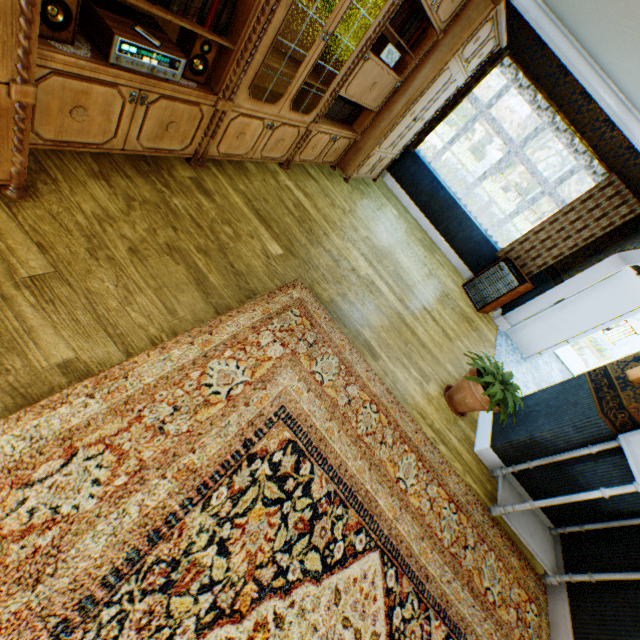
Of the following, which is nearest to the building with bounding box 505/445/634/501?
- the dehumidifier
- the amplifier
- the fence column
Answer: the dehumidifier

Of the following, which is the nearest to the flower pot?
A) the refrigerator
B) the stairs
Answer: the refrigerator

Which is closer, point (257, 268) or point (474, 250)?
point (257, 268)

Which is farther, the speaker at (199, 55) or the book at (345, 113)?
the book at (345, 113)

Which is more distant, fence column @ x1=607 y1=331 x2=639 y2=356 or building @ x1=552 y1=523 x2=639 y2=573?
fence column @ x1=607 y1=331 x2=639 y2=356

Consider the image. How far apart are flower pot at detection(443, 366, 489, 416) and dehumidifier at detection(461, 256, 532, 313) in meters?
2.6

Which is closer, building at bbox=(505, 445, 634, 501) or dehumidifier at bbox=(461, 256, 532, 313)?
building at bbox=(505, 445, 634, 501)

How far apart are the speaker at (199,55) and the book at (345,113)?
1.65m
